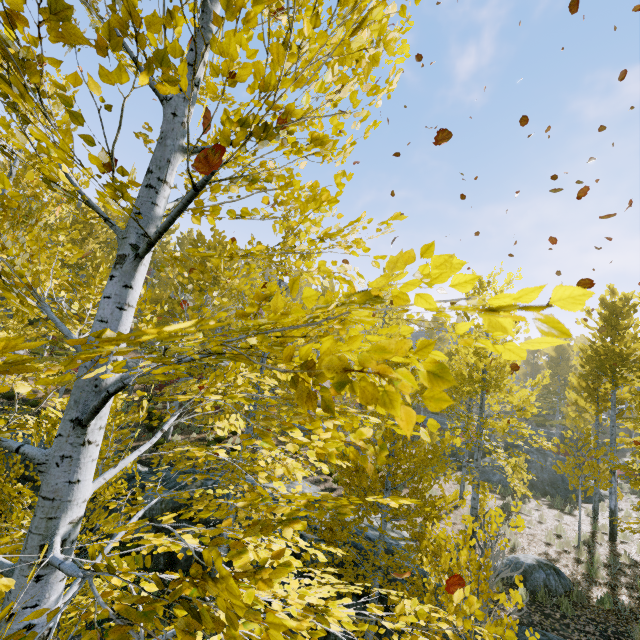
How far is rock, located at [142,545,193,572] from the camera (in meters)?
9.23

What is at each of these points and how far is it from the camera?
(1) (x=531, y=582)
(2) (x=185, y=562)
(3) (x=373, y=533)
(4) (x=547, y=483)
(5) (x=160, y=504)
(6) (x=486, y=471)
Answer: (1) rock, 8.4 meters
(2) rock, 9.3 meters
(3) rock, 9.2 meters
(4) rock, 18.0 meters
(5) rock, 9.6 meters
(6) rock, 18.9 meters

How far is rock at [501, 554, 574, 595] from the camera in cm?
835

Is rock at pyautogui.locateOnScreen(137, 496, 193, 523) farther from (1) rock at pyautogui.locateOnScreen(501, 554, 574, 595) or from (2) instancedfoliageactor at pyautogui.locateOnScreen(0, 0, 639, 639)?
(1) rock at pyautogui.locateOnScreen(501, 554, 574, 595)

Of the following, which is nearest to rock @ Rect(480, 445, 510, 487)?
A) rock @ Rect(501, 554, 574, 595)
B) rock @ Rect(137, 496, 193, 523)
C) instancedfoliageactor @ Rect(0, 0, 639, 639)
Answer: instancedfoliageactor @ Rect(0, 0, 639, 639)

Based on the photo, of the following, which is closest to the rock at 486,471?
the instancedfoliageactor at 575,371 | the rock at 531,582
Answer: the instancedfoliageactor at 575,371

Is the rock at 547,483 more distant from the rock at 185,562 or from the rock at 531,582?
the rock at 531,582
